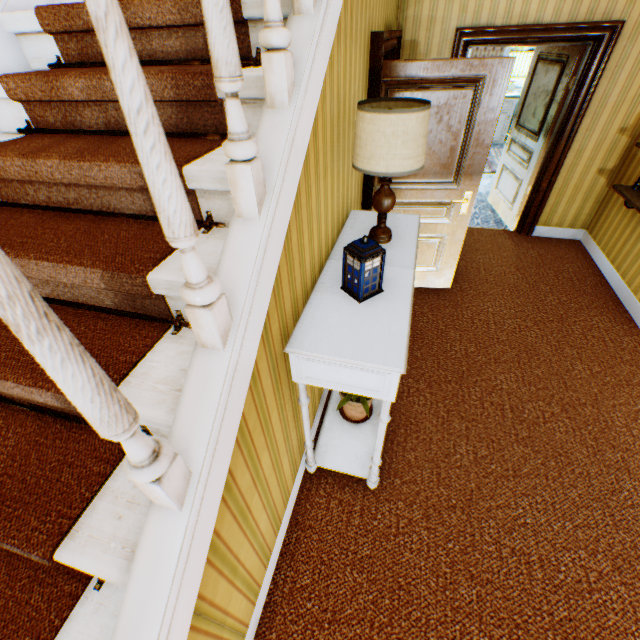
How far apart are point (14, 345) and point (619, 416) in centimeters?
393cm

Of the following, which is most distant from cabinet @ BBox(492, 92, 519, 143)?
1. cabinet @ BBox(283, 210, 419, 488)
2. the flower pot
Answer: the flower pot

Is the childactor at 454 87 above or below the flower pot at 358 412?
above

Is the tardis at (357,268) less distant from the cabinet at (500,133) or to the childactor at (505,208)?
the childactor at (505,208)

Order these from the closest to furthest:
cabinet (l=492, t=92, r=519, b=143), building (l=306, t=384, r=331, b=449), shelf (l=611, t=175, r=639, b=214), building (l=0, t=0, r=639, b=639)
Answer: building (l=0, t=0, r=639, b=639)
building (l=306, t=384, r=331, b=449)
shelf (l=611, t=175, r=639, b=214)
cabinet (l=492, t=92, r=519, b=143)

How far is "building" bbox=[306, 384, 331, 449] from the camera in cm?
230

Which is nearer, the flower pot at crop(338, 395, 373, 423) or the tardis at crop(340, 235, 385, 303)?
the tardis at crop(340, 235, 385, 303)

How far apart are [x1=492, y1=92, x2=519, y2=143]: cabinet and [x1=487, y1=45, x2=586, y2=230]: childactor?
3.9m
